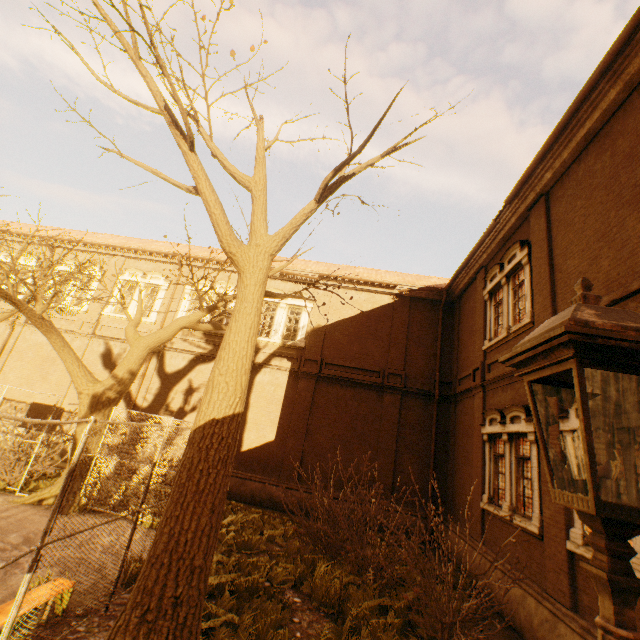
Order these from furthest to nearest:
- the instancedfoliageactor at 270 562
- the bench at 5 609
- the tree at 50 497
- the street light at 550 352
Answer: → the tree at 50 497 < the instancedfoliageactor at 270 562 < the bench at 5 609 < the street light at 550 352

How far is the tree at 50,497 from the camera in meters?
9.1 m

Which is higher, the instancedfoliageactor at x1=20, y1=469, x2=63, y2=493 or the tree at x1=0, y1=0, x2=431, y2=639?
the tree at x1=0, y1=0, x2=431, y2=639

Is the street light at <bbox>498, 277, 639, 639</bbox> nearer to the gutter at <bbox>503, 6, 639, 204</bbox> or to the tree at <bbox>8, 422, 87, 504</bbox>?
the tree at <bbox>8, 422, 87, 504</bbox>

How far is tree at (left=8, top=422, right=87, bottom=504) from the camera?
9.14m

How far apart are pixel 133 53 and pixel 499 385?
12.0m

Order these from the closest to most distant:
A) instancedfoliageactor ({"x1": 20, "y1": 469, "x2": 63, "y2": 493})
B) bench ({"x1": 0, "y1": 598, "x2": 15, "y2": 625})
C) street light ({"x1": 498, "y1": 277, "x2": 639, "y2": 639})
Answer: street light ({"x1": 498, "y1": 277, "x2": 639, "y2": 639})
bench ({"x1": 0, "y1": 598, "x2": 15, "y2": 625})
instancedfoliageactor ({"x1": 20, "y1": 469, "x2": 63, "y2": 493})

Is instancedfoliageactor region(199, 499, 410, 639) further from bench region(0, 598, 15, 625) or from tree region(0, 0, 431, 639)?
bench region(0, 598, 15, 625)
